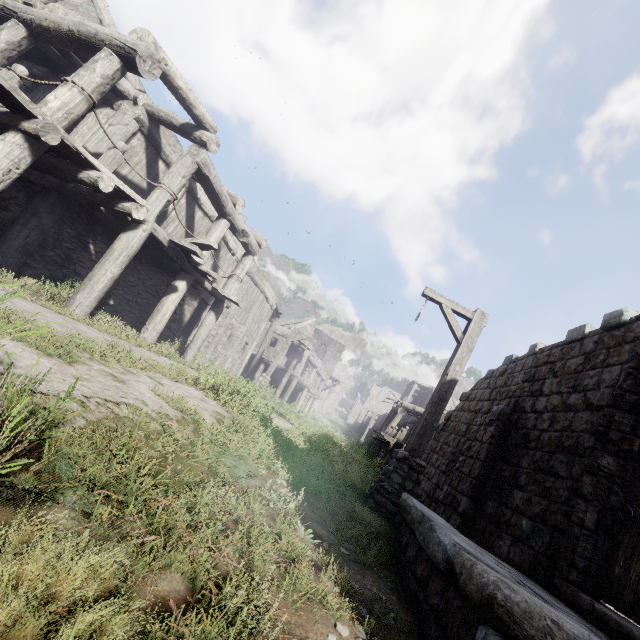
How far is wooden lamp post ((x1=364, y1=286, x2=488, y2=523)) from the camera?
6.0 meters

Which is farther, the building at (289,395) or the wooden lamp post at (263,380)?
the wooden lamp post at (263,380)

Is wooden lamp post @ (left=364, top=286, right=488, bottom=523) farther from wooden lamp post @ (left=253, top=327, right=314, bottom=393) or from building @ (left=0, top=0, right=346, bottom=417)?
wooden lamp post @ (left=253, top=327, right=314, bottom=393)

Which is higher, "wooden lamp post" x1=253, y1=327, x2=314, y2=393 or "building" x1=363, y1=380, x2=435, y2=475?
"building" x1=363, y1=380, x2=435, y2=475

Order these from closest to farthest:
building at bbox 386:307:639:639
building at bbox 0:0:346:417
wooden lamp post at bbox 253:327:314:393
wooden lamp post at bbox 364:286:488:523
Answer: building at bbox 386:307:639:639 → building at bbox 0:0:346:417 → wooden lamp post at bbox 364:286:488:523 → wooden lamp post at bbox 253:327:314:393

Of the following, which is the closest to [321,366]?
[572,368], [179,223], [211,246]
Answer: [179,223]

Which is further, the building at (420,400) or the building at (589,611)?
the building at (420,400)
